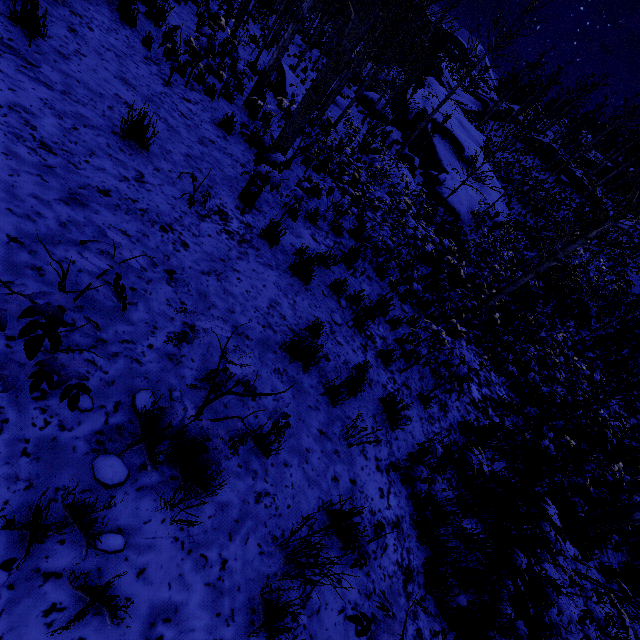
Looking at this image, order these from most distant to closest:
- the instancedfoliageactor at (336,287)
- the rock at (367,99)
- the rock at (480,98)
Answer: the rock at (480,98)
the rock at (367,99)
the instancedfoliageactor at (336,287)

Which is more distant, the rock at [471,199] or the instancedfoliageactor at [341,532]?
the rock at [471,199]

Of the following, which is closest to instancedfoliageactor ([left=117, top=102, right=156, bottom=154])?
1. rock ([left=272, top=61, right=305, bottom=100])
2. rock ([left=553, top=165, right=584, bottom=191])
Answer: rock ([left=272, top=61, right=305, bottom=100])

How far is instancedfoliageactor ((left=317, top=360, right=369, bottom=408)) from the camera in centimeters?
364cm

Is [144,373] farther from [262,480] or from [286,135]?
[286,135]

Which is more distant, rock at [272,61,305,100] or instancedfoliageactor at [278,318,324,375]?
rock at [272,61,305,100]

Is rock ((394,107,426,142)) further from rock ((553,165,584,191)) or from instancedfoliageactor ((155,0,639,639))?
rock ((553,165,584,191))
